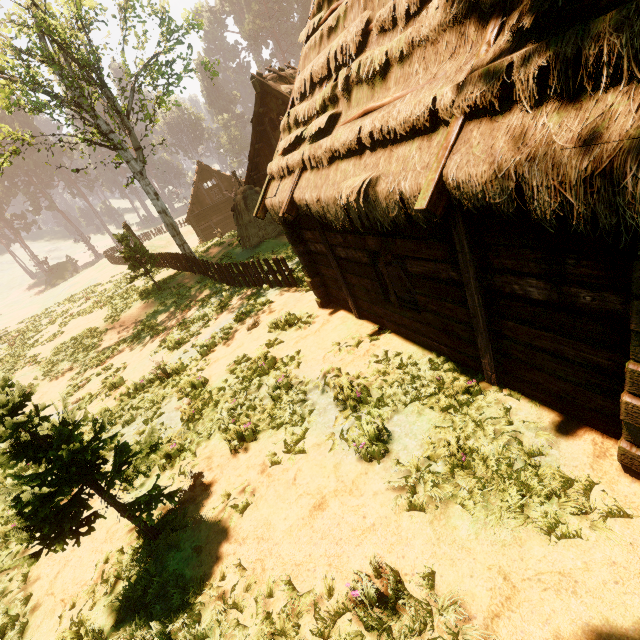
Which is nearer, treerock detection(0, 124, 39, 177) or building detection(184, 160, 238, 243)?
treerock detection(0, 124, 39, 177)

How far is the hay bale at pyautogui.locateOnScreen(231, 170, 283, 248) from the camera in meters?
18.1

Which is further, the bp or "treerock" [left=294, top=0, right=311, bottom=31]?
"treerock" [left=294, top=0, right=311, bottom=31]

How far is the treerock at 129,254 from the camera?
17.3m

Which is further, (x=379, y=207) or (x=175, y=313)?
(x=175, y=313)

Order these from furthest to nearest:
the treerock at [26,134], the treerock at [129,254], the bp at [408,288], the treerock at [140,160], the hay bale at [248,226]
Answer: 1. the hay bale at [248,226]
2. the treerock at [129,254]
3. the treerock at [26,134]
4. the treerock at [140,160]
5. the bp at [408,288]

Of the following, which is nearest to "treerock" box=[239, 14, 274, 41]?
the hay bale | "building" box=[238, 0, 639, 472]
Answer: "building" box=[238, 0, 639, 472]

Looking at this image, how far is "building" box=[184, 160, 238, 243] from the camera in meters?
35.6
